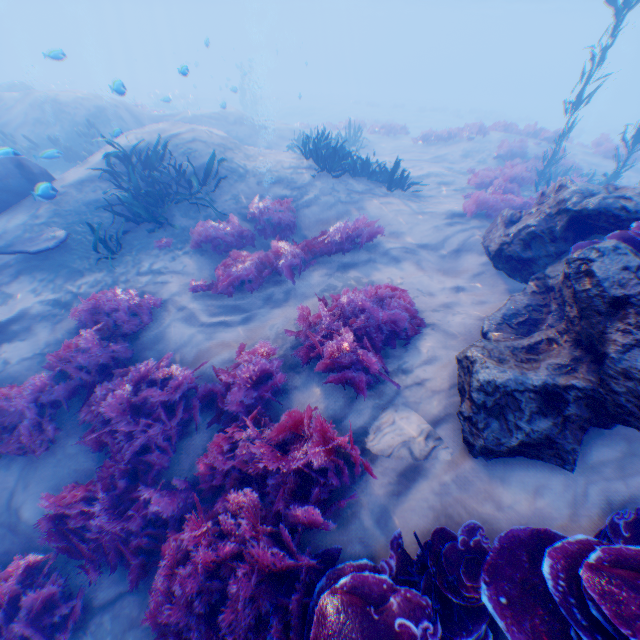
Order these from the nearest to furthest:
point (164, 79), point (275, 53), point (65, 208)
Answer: point (65, 208) → point (275, 53) → point (164, 79)

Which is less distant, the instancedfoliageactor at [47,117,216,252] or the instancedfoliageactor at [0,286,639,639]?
the instancedfoliageactor at [0,286,639,639]

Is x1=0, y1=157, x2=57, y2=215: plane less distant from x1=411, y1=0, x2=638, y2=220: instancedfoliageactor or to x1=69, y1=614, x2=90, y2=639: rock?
x1=69, y1=614, x2=90, y2=639: rock

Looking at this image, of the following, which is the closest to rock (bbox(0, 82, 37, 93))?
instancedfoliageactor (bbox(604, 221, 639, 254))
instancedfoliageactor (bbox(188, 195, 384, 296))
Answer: instancedfoliageactor (bbox(188, 195, 384, 296))

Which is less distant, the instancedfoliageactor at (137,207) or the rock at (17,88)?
the instancedfoliageactor at (137,207)

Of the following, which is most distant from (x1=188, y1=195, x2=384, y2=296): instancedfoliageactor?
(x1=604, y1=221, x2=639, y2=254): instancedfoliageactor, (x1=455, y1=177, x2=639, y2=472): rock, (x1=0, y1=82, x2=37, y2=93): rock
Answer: (x1=0, y1=82, x2=37, y2=93): rock

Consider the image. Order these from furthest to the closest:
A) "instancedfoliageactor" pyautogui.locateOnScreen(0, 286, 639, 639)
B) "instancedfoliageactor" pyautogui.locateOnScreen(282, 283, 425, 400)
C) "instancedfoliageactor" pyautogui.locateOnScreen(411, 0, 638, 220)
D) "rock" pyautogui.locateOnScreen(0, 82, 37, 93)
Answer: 1. "rock" pyautogui.locateOnScreen(0, 82, 37, 93)
2. "instancedfoliageactor" pyautogui.locateOnScreen(411, 0, 638, 220)
3. "instancedfoliageactor" pyautogui.locateOnScreen(282, 283, 425, 400)
4. "instancedfoliageactor" pyautogui.locateOnScreen(0, 286, 639, 639)

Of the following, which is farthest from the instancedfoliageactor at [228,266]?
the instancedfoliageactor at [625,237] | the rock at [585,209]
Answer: the instancedfoliageactor at [625,237]
